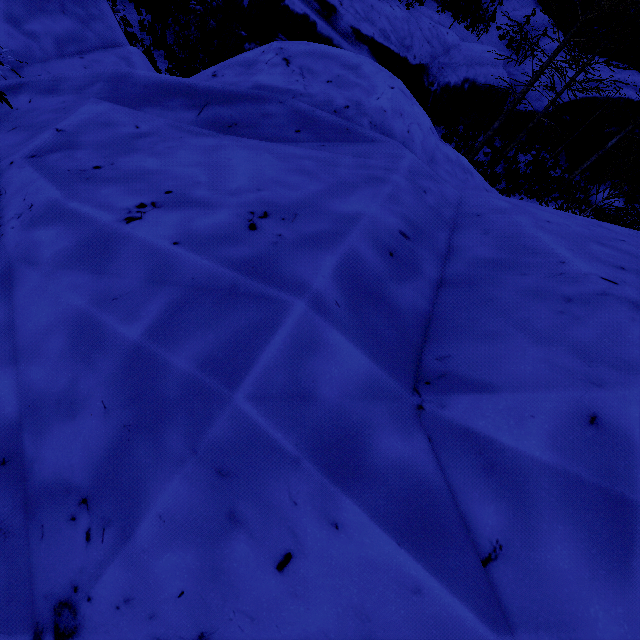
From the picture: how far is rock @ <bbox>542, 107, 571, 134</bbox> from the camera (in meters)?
15.68

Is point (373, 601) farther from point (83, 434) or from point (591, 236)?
point (591, 236)

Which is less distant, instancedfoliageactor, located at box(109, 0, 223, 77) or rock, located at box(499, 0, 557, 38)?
instancedfoliageactor, located at box(109, 0, 223, 77)

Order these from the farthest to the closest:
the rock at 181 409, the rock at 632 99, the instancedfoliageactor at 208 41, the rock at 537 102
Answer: the rock at 632 99
the rock at 537 102
the instancedfoliageactor at 208 41
the rock at 181 409

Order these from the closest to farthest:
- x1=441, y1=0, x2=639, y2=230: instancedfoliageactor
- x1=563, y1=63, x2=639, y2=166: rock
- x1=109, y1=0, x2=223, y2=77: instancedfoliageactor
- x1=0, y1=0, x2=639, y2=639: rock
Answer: x1=0, y1=0, x2=639, y2=639: rock < x1=441, y1=0, x2=639, y2=230: instancedfoliageactor < x1=109, y1=0, x2=223, y2=77: instancedfoliageactor < x1=563, y1=63, x2=639, y2=166: rock

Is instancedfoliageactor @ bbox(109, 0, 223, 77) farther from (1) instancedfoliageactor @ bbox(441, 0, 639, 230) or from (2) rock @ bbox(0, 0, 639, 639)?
(1) instancedfoliageactor @ bbox(441, 0, 639, 230)

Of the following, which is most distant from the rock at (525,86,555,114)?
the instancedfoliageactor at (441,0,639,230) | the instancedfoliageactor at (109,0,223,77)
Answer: the instancedfoliageactor at (109,0,223,77)

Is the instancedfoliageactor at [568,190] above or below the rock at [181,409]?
below
